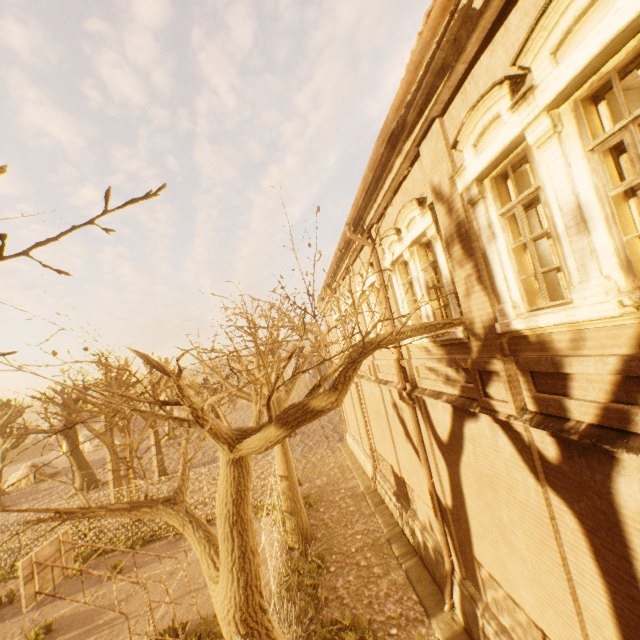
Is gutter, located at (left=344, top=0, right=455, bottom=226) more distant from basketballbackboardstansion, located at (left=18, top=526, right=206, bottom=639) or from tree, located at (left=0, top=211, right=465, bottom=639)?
basketballbackboardstansion, located at (left=18, top=526, right=206, bottom=639)

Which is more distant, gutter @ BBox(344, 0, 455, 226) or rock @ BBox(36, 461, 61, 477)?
rock @ BBox(36, 461, 61, 477)

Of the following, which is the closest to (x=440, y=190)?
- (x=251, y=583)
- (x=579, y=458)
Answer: (x=579, y=458)

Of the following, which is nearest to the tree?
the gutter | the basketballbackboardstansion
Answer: the gutter

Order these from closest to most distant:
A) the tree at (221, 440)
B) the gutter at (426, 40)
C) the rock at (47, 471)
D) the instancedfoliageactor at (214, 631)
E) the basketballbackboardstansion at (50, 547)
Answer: the gutter at (426, 40), the tree at (221, 440), the basketballbackboardstansion at (50, 547), the instancedfoliageactor at (214, 631), the rock at (47, 471)

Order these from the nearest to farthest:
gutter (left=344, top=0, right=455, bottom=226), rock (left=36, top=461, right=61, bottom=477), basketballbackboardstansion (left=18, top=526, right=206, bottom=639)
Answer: gutter (left=344, top=0, right=455, bottom=226)
basketballbackboardstansion (left=18, top=526, right=206, bottom=639)
rock (left=36, top=461, right=61, bottom=477)

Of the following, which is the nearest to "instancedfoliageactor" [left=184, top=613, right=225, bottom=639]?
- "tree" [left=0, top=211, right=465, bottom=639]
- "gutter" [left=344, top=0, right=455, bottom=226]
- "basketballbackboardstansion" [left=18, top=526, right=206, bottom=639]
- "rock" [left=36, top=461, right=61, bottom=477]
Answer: "basketballbackboardstansion" [left=18, top=526, right=206, bottom=639]

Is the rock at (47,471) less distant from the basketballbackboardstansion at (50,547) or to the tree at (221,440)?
the tree at (221,440)
